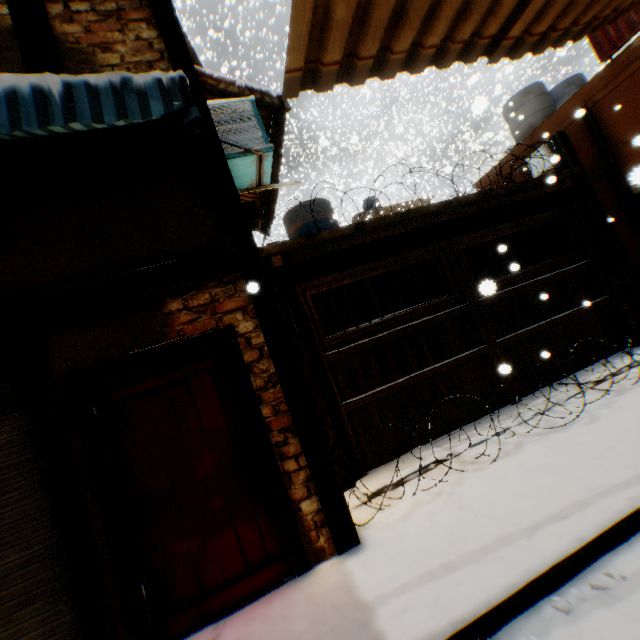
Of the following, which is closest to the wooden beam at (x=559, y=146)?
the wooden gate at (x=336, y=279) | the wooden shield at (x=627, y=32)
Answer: the wooden gate at (x=336, y=279)

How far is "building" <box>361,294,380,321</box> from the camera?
11.24m

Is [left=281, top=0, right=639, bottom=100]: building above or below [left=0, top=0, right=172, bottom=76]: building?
below

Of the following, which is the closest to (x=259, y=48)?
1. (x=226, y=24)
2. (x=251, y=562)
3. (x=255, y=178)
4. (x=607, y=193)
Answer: (x=226, y=24)

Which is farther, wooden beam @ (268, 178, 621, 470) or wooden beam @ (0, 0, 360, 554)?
wooden beam @ (268, 178, 621, 470)

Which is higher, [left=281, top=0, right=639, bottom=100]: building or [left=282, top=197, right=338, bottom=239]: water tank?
[left=282, top=197, right=338, bottom=239]: water tank

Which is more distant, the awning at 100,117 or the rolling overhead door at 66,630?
the rolling overhead door at 66,630

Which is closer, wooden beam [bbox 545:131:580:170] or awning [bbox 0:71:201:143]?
awning [bbox 0:71:201:143]
